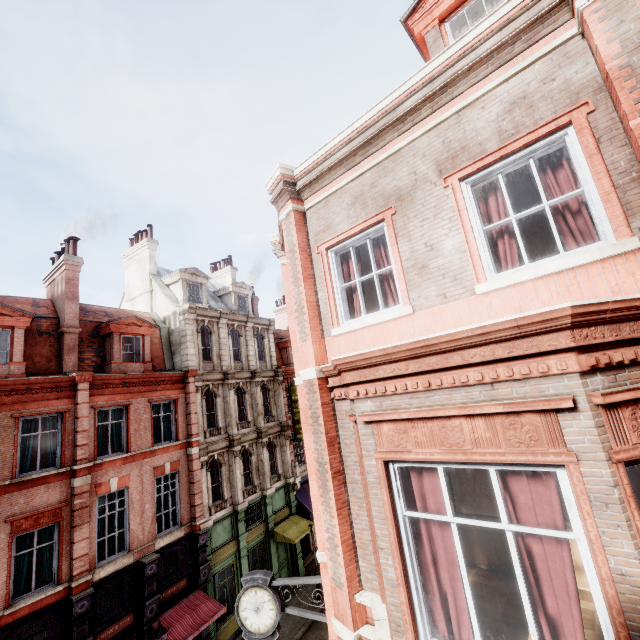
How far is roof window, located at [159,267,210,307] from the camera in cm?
2088

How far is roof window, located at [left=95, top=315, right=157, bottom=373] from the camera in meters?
15.9 m

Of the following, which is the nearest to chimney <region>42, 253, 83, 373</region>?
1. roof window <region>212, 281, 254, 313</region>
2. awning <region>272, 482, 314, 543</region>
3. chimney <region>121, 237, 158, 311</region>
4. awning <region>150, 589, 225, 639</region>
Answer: chimney <region>121, 237, 158, 311</region>

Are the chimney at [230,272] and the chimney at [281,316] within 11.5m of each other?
yes

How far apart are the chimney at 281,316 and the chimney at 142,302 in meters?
14.7 m

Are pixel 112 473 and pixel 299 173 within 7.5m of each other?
no

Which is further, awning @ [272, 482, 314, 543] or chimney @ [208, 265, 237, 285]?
chimney @ [208, 265, 237, 285]

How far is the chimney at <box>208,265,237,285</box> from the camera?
28.2 meters
